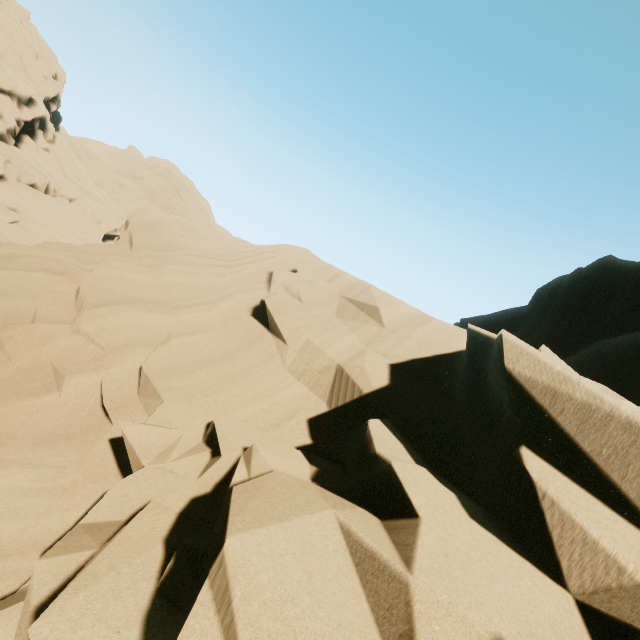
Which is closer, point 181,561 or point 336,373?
point 181,561
